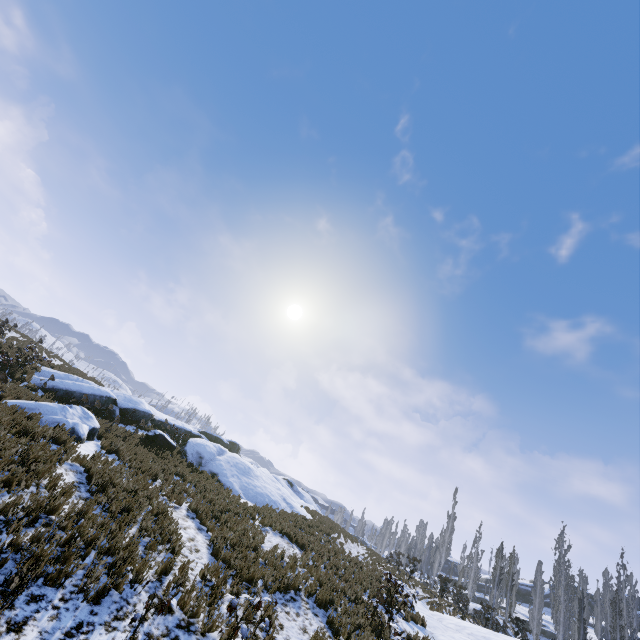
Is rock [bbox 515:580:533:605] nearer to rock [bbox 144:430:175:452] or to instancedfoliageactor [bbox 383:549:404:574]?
instancedfoliageactor [bbox 383:549:404:574]

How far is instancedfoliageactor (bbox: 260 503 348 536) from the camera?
17.0 meters

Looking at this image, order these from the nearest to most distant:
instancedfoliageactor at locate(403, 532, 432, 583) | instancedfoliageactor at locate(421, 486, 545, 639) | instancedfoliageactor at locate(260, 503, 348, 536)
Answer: instancedfoliageactor at locate(260, 503, 348, 536) < instancedfoliageactor at locate(403, 532, 432, 583) < instancedfoliageactor at locate(421, 486, 545, 639)

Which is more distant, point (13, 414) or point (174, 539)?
point (13, 414)

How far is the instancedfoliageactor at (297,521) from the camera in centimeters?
1700cm

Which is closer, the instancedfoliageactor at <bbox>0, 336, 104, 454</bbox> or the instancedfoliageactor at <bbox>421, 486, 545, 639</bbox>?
the instancedfoliageactor at <bbox>0, 336, 104, 454</bbox>

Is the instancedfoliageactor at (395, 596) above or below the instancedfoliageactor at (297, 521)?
below

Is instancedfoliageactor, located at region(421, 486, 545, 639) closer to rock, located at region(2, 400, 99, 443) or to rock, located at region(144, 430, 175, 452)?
rock, located at region(2, 400, 99, 443)
